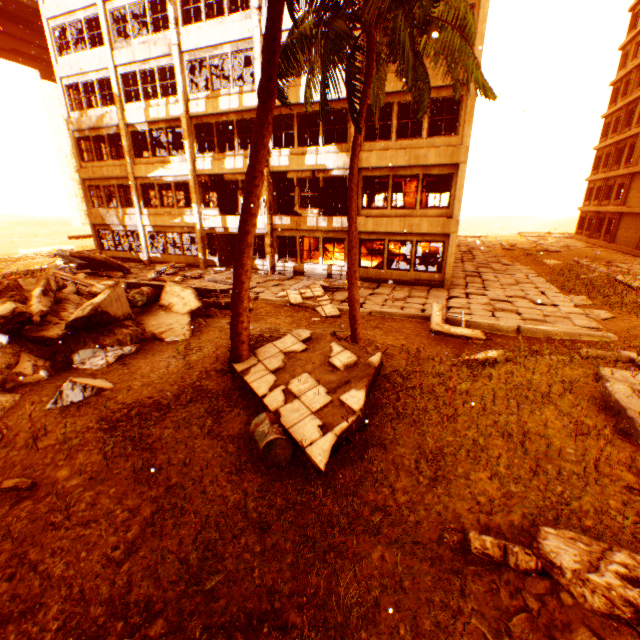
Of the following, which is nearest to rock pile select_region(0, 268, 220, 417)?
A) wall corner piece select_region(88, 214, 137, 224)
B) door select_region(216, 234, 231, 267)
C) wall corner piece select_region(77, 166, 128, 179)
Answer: door select_region(216, 234, 231, 267)

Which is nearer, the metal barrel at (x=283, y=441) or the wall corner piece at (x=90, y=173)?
the metal barrel at (x=283, y=441)

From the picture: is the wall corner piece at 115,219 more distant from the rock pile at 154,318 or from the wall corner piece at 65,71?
the rock pile at 154,318

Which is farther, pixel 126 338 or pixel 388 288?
pixel 388 288

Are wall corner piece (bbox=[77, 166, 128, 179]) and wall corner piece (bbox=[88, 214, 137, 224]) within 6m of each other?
yes

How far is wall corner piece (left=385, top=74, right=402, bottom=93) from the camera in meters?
14.0

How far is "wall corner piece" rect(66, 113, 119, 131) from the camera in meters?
20.1

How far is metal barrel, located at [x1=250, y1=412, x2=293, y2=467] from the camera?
5.1 meters
